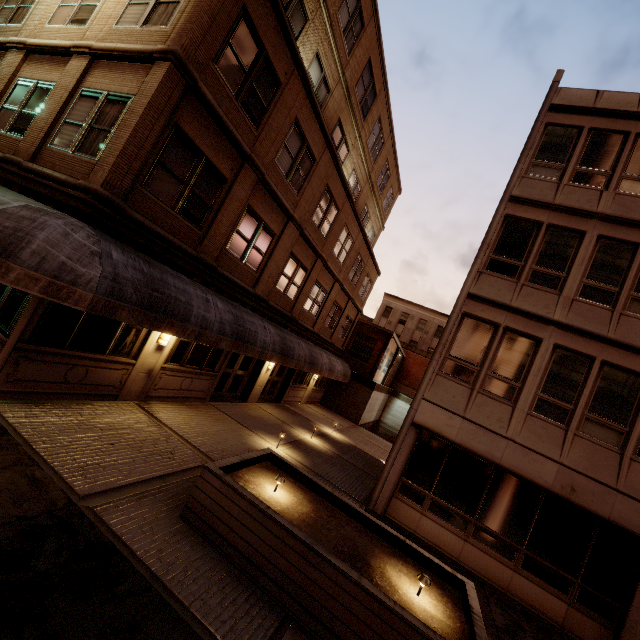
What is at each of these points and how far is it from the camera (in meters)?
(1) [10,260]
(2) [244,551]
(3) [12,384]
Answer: (1) awning, 5.16
(2) planter, 5.17
(3) building, 6.69

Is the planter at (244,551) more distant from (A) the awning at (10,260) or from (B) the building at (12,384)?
(B) the building at (12,384)

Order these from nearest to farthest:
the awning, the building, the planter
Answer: the planter
the awning
the building

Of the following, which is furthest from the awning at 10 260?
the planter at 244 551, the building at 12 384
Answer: the planter at 244 551

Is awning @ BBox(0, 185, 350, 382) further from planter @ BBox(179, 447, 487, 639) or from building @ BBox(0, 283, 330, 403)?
planter @ BBox(179, 447, 487, 639)

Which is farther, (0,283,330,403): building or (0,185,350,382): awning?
(0,283,330,403): building

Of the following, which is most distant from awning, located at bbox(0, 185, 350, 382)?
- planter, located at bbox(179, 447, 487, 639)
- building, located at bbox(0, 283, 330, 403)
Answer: planter, located at bbox(179, 447, 487, 639)
